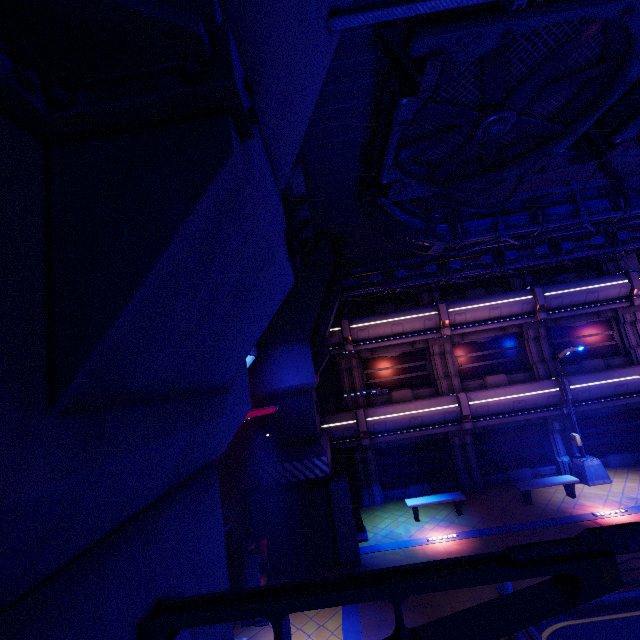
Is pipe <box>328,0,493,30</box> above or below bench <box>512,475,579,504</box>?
above

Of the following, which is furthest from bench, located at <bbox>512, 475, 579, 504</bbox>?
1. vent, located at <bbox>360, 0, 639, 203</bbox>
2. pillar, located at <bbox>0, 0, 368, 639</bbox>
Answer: pillar, located at <bbox>0, 0, 368, 639</bbox>

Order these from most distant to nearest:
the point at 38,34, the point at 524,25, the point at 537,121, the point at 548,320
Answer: the point at 548,320
the point at 537,121
the point at 524,25
the point at 38,34

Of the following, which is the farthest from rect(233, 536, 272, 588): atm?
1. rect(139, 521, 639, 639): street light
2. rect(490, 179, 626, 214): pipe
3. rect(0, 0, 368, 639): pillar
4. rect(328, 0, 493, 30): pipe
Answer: rect(328, 0, 493, 30): pipe

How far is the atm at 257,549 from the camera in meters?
9.2 m

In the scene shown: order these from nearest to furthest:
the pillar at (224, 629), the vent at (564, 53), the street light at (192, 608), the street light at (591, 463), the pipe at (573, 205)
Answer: the street light at (192, 608)
the pillar at (224, 629)
the vent at (564, 53)
the pipe at (573, 205)
the street light at (591, 463)

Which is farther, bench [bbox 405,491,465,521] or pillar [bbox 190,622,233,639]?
bench [bbox 405,491,465,521]

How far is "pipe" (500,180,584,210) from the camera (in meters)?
9.93
